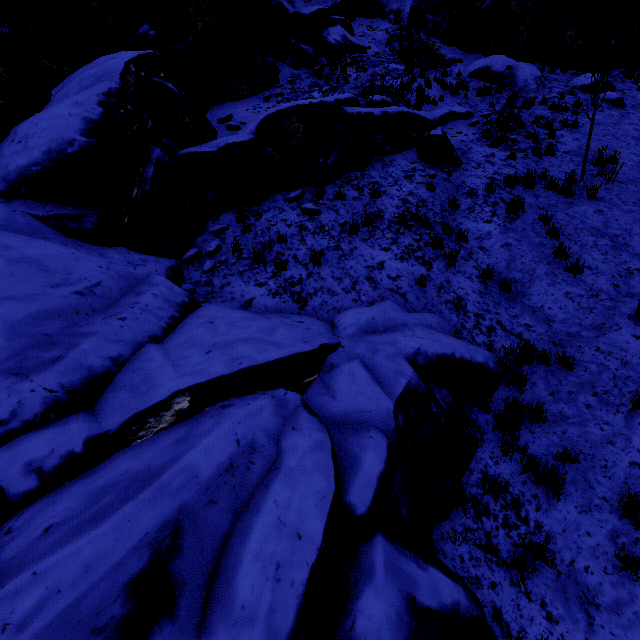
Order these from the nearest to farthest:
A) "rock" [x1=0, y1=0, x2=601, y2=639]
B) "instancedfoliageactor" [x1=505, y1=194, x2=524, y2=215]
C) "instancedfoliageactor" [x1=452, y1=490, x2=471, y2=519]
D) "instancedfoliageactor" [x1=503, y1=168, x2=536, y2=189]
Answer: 1. "rock" [x1=0, y1=0, x2=601, y2=639]
2. "instancedfoliageactor" [x1=452, y1=490, x2=471, y2=519]
3. "instancedfoliageactor" [x1=505, y1=194, x2=524, y2=215]
4. "instancedfoliageactor" [x1=503, y1=168, x2=536, y2=189]

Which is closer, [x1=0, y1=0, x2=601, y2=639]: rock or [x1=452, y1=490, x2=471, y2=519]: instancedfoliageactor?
[x1=0, y1=0, x2=601, y2=639]: rock

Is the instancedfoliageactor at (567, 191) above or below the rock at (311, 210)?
below

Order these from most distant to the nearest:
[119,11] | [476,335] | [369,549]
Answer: [119,11] < [476,335] < [369,549]

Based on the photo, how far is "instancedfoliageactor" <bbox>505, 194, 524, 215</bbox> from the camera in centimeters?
819cm

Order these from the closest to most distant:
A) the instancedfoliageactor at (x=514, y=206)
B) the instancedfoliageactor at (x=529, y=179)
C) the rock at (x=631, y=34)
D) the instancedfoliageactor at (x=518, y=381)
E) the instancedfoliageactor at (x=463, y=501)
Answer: the instancedfoliageactor at (x=463, y=501) → the instancedfoliageactor at (x=518, y=381) → the instancedfoliageactor at (x=514, y=206) → the instancedfoliageactor at (x=529, y=179) → the rock at (x=631, y=34)

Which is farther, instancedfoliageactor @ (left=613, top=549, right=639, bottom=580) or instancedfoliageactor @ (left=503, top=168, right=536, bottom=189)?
instancedfoliageactor @ (left=503, top=168, right=536, bottom=189)
